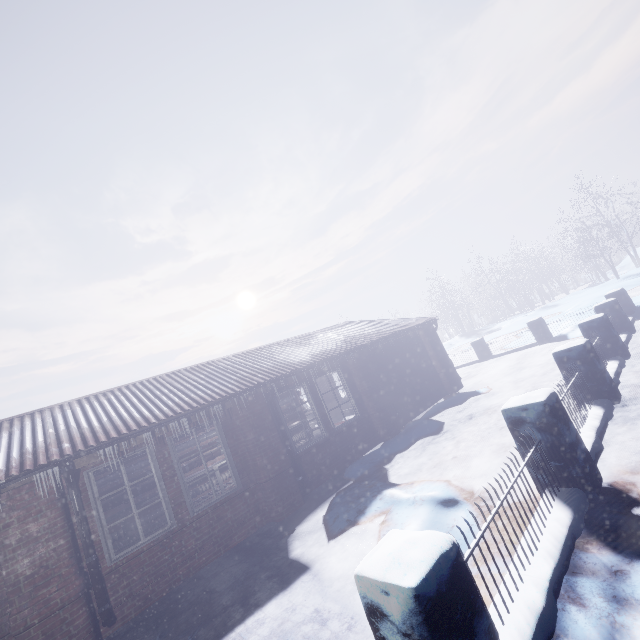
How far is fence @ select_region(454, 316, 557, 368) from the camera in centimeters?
1141cm

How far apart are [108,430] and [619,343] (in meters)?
9.14

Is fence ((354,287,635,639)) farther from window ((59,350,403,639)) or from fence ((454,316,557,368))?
window ((59,350,403,639))

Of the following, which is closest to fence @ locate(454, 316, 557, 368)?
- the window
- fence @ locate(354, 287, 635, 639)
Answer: fence @ locate(354, 287, 635, 639)

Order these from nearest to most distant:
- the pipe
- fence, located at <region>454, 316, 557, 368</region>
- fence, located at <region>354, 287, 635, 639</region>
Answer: fence, located at <region>354, 287, 635, 639</region>
the pipe
fence, located at <region>454, 316, 557, 368</region>

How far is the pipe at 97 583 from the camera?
4.0m

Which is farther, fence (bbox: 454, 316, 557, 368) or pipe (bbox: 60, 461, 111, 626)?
fence (bbox: 454, 316, 557, 368)

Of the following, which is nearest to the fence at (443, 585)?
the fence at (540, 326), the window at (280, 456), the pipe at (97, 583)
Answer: the fence at (540, 326)
